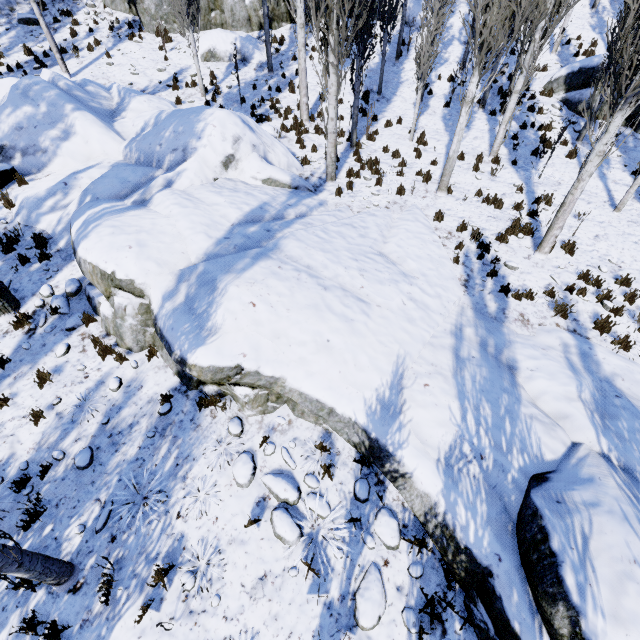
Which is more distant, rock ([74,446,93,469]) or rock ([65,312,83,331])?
rock ([65,312,83,331])

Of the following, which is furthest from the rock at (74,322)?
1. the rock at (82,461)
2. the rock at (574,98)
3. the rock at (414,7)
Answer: the rock at (414,7)

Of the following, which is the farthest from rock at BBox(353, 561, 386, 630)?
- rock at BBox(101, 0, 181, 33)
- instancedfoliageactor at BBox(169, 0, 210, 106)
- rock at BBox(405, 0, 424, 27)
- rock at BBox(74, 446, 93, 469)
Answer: rock at BBox(405, 0, 424, 27)

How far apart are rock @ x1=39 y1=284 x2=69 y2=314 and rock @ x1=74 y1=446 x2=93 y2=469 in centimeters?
349cm

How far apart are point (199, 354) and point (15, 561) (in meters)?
3.18

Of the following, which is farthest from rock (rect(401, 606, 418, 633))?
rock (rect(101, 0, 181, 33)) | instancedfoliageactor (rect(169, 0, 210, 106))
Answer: rock (rect(101, 0, 181, 33))

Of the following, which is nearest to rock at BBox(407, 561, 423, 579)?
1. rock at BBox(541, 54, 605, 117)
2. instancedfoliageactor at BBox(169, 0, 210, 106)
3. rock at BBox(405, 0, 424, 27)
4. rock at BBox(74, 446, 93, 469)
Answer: instancedfoliageactor at BBox(169, 0, 210, 106)

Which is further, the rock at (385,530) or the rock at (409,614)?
the rock at (385,530)
